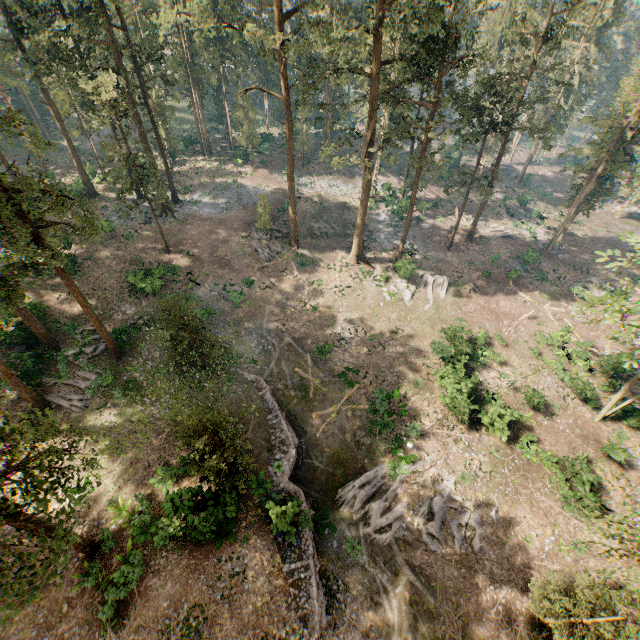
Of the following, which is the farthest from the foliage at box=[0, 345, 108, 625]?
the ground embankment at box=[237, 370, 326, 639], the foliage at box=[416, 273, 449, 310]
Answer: the ground embankment at box=[237, 370, 326, 639]

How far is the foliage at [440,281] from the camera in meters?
35.3

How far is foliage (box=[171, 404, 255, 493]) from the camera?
15.0m

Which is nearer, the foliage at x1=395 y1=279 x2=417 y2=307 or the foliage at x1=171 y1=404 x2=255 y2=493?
the foliage at x1=171 y1=404 x2=255 y2=493

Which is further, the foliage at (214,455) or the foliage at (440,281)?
the foliage at (440,281)

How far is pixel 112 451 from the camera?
21.5 meters

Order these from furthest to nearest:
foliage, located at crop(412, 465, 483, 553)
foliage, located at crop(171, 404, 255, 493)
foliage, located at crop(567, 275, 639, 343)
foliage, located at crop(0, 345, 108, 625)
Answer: foliage, located at crop(412, 465, 483, 553)
foliage, located at crop(567, 275, 639, 343)
foliage, located at crop(171, 404, 255, 493)
foliage, located at crop(0, 345, 108, 625)
